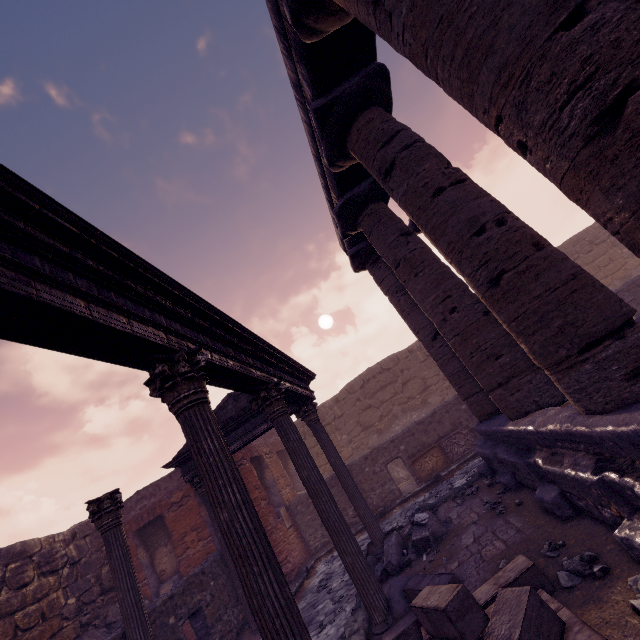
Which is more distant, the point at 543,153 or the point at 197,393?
the point at 197,393

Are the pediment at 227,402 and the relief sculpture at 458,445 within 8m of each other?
yes

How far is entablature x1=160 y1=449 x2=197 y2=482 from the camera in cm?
880

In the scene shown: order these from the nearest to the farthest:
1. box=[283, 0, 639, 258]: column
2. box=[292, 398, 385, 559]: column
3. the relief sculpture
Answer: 1. box=[283, 0, 639, 258]: column
2. box=[292, 398, 385, 559]: column
3. the relief sculpture

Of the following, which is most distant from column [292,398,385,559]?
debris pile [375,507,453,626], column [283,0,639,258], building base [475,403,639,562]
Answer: column [283,0,639,258]

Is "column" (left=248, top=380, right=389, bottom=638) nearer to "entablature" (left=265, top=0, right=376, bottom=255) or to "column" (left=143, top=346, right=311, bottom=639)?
"column" (left=143, top=346, right=311, bottom=639)

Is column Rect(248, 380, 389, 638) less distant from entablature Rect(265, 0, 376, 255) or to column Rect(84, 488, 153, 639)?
column Rect(84, 488, 153, 639)

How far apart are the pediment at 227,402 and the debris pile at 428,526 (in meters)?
4.21
